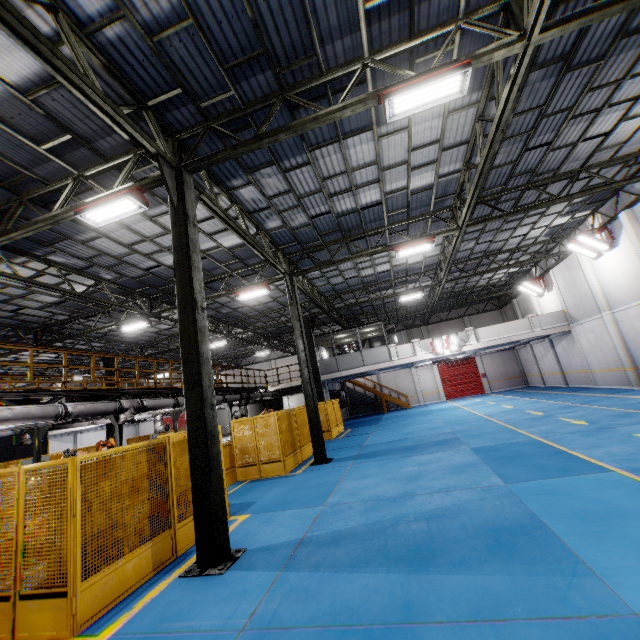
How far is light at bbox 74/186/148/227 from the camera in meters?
7.4

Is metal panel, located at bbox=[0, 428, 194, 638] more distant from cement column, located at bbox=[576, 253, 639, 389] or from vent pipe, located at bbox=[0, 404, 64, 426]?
cement column, located at bbox=[576, 253, 639, 389]

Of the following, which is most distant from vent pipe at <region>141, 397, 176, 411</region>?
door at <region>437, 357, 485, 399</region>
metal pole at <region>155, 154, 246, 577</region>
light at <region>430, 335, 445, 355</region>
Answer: door at <region>437, 357, 485, 399</region>

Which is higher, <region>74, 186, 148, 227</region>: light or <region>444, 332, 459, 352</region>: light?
<region>74, 186, 148, 227</region>: light

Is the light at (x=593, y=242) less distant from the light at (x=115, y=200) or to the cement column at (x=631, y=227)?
the cement column at (x=631, y=227)

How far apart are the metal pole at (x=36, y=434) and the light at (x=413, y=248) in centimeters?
1554cm

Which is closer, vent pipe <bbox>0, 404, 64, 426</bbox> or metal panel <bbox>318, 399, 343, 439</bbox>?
vent pipe <bbox>0, 404, 64, 426</bbox>

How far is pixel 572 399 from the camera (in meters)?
16.95
